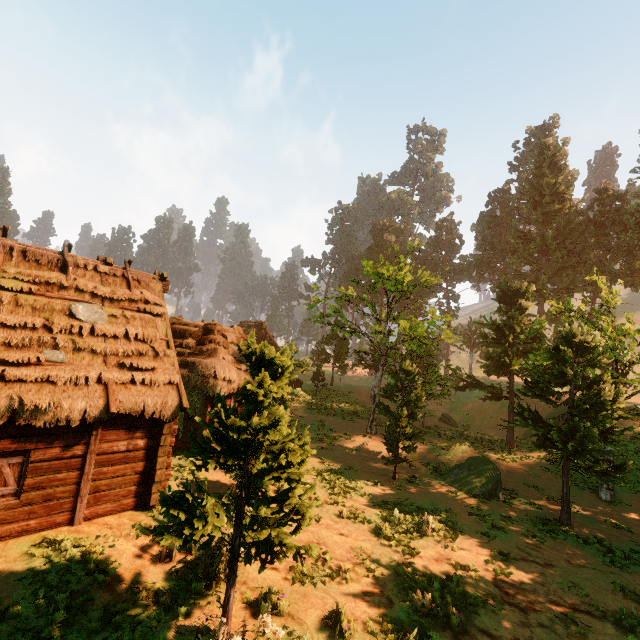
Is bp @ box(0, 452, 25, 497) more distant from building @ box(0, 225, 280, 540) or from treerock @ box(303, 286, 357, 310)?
treerock @ box(303, 286, 357, 310)

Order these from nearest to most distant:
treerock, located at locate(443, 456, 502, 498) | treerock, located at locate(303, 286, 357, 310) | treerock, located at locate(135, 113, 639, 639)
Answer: treerock, located at locate(135, 113, 639, 639) < treerock, located at locate(443, 456, 502, 498) < treerock, located at locate(303, 286, 357, 310)

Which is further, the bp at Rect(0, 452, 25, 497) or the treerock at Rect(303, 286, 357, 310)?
the treerock at Rect(303, 286, 357, 310)

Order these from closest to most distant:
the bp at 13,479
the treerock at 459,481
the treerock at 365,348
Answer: the treerock at 365,348, the bp at 13,479, the treerock at 459,481

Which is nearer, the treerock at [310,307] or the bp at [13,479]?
the bp at [13,479]

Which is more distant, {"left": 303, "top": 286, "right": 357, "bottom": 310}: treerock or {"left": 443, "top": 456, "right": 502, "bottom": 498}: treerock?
{"left": 303, "top": 286, "right": 357, "bottom": 310}: treerock

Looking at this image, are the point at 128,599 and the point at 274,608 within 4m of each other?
yes

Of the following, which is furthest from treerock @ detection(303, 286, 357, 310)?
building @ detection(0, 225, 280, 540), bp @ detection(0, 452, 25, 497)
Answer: bp @ detection(0, 452, 25, 497)
